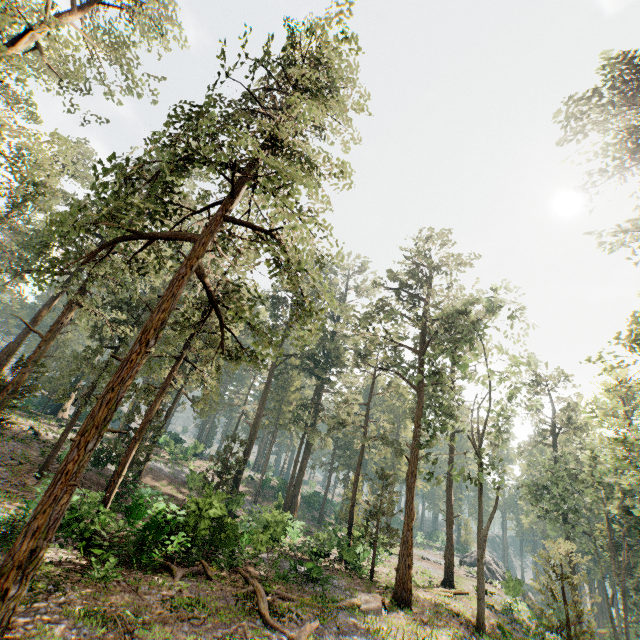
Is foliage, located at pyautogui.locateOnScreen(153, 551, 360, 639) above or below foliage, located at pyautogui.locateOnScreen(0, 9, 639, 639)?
below

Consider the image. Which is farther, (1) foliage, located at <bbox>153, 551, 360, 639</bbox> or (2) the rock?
(2) the rock

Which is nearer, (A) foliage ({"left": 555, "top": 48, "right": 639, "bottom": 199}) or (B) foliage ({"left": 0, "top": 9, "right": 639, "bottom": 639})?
→ (B) foliage ({"left": 0, "top": 9, "right": 639, "bottom": 639})

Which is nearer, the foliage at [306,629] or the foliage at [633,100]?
the foliage at [306,629]

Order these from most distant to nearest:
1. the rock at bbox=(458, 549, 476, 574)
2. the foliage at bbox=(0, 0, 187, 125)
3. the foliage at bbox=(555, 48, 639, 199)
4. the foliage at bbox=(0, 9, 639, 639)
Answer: the rock at bbox=(458, 549, 476, 574) < the foliage at bbox=(555, 48, 639, 199) < the foliage at bbox=(0, 0, 187, 125) < the foliage at bbox=(0, 9, 639, 639)

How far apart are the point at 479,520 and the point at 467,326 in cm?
1274

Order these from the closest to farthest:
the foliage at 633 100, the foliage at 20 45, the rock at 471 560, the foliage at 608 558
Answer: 1. the foliage at 608 558
2. the foliage at 20 45
3. the foliage at 633 100
4. the rock at 471 560
